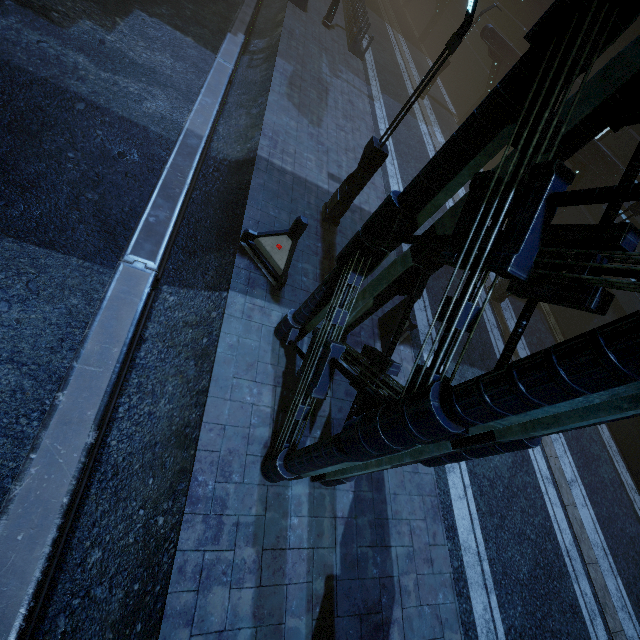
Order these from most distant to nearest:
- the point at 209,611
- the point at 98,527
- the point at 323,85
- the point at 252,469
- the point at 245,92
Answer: the point at 323,85
the point at 245,92
the point at 252,469
the point at 98,527
the point at 209,611

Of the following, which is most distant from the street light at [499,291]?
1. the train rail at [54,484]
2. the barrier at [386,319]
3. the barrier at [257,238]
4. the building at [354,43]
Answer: the train rail at [54,484]

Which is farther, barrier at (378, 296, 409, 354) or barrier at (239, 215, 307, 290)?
barrier at (378, 296, 409, 354)

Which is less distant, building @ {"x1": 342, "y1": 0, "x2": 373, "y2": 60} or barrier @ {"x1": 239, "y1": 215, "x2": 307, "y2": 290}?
barrier @ {"x1": 239, "y1": 215, "x2": 307, "y2": 290}

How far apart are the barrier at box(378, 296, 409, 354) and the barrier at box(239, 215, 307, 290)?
2.7 meters

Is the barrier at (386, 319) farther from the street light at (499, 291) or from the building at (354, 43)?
Result: the street light at (499, 291)

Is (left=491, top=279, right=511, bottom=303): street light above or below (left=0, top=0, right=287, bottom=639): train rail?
above

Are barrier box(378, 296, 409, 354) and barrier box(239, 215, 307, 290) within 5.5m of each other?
yes
